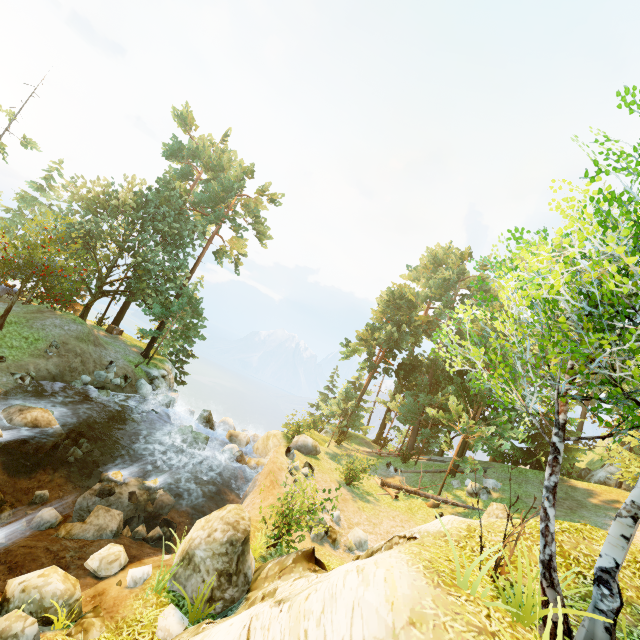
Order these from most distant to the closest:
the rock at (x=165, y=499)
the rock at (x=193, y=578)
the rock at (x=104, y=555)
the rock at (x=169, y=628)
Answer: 1. the rock at (x=165, y=499)
2. the rock at (x=104, y=555)
3. the rock at (x=193, y=578)
4. the rock at (x=169, y=628)

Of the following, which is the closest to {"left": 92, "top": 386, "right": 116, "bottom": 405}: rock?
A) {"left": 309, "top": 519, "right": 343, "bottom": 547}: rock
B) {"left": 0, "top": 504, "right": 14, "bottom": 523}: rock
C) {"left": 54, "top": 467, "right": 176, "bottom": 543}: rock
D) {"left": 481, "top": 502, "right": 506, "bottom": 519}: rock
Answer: {"left": 54, "top": 467, "right": 176, "bottom": 543}: rock

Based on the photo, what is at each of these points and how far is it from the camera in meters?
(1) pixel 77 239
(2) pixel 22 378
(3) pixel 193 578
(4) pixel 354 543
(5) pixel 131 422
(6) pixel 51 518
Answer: (1) tree, 25.6
(2) rock, 17.3
(3) rock, 8.5
(4) rock, 14.5
(5) rock, 21.6
(6) rock, 12.1

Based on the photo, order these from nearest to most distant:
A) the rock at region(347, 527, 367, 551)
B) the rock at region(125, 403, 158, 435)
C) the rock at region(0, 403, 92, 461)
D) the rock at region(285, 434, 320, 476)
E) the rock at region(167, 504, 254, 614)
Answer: the rock at region(167, 504, 254, 614)
the rock at region(0, 403, 92, 461)
the rock at region(347, 527, 367, 551)
the rock at region(285, 434, 320, 476)
the rock at region(125, 403, 158, 435)

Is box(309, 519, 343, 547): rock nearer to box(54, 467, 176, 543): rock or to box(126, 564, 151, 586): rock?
box(54, 467, 176, 543): rock

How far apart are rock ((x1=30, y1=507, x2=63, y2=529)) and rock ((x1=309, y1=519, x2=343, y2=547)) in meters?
9.6 m

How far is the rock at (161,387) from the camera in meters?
24.8

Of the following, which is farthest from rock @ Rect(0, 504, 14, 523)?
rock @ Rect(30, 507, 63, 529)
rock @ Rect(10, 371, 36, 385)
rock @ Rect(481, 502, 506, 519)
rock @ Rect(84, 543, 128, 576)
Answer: rock @ Rect(481, 502, 506, 519)
